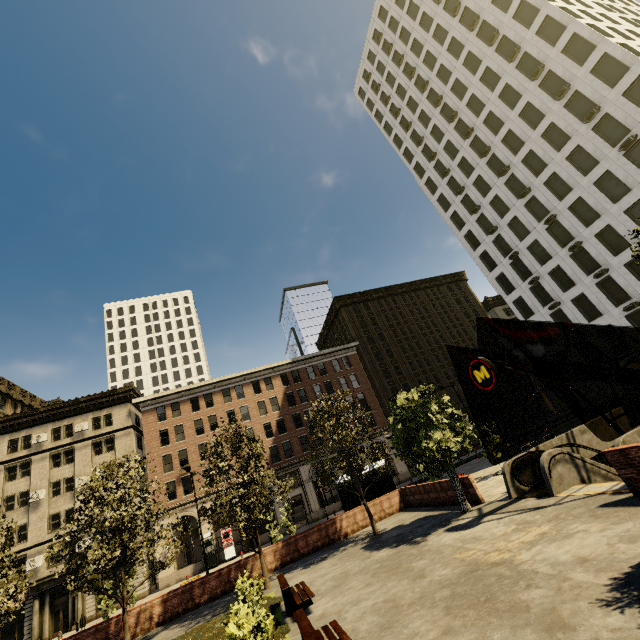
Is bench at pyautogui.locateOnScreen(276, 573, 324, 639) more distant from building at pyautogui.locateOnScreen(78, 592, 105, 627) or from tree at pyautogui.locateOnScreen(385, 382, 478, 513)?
building at pyautogui.locateOnScreen(78, 592, 105, 627)

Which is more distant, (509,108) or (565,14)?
(509,108)

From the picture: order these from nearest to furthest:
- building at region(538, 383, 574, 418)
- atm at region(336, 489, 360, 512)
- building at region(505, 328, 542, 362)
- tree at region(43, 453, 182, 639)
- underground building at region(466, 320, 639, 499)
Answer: underground building at region(466, 320, 639, 499)
tree at region(43, 453, 182, 639)
atm at region(336, 489, 360, 512)
building at region(538, 383, 574, 418)
building at region(505, 328, 542, 362)

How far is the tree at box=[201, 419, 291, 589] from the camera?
15.1m

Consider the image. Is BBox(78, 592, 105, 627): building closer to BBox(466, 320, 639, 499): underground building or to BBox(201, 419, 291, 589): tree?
BBox(201, 419, 291, 589): tree

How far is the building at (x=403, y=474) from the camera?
41.0 meters

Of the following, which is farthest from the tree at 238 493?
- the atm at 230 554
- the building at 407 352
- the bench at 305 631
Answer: the atm at 230 554

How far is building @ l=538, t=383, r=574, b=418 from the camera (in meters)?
50.84
